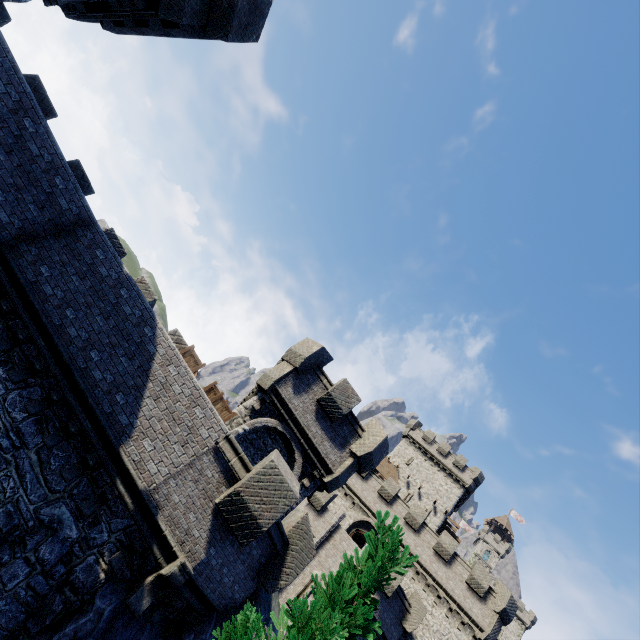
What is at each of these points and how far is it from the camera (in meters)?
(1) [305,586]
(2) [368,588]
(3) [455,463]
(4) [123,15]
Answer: (1) window slit, 21.98
(2) tree, 5.45
(3) building, 44.22
(4) building, 10.91

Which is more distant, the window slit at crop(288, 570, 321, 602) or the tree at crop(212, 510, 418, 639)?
the window slit at crop(288, 570, 321, 602)

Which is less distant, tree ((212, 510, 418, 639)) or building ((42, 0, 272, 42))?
tree ((212, 510, 418, 639))

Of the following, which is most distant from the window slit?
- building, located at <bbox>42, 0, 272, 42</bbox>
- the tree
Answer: building, located at <bbox>42, 0, 272, 42</bbox>

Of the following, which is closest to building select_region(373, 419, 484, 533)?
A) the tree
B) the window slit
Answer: the window slit

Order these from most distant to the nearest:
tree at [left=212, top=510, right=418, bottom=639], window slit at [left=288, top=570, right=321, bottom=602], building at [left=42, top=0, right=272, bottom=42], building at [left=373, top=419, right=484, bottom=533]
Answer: building at [left=373, top=419, right=484, bottom=533] < window slit at [left=288, top=570, right=321, bottom=602] < building at [left=42, top=0, right=272, bottom=42] < tree at [left=212, top=510, right=418, bottom=639]

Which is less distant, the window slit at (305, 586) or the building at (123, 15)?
the building at (123, 15)

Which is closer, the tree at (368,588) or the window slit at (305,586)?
the tree at (368,588)
